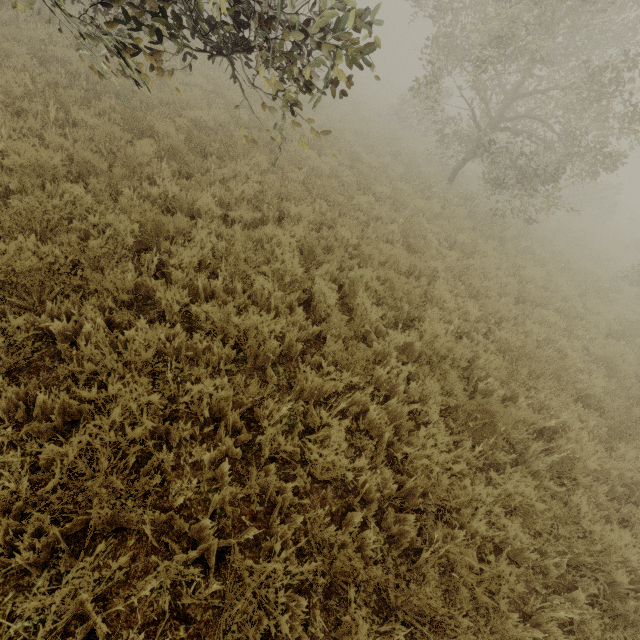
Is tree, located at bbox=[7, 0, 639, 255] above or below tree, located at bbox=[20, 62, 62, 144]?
above

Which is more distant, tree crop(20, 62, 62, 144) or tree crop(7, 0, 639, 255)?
tree crop(20, 62, 62, 144)

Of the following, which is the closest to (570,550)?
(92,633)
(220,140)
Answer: (92,633)

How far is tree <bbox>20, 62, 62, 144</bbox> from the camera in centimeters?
520cm

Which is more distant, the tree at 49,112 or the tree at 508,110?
the tree at 49,112

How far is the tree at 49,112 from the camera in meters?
5.2 m
